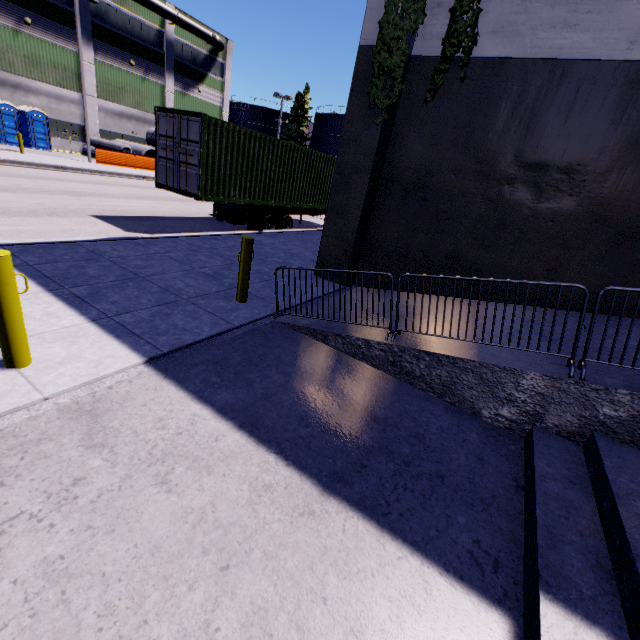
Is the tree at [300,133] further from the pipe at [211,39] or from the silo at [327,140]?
the pipe at [211,39]

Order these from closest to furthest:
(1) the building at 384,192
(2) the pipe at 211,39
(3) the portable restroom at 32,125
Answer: (1) the building at 384,192 → (3) the portable restroom at 32,125 → (2) the pipe at 211,39

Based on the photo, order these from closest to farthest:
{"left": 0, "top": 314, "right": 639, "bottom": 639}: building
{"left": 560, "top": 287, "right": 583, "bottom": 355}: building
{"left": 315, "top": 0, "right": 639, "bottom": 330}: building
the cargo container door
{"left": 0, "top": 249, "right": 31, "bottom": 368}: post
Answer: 1. {"left": 0, "top": 314, "right": 639, "bottom": 639}: building
2. {"left": 0, "top": 249, "right": 31, "bottom": 368}: post
3. {"left": 560, "top": 287, "right": 583, "bottom": 355}: building
4. {"left": 315, "top": 0, "right": 639, "bottom": 330}: building
5. the cargo container door

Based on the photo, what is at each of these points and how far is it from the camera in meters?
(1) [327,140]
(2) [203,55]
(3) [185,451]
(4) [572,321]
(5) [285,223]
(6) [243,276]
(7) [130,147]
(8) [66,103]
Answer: (1) silo, 54.2 m
(2) building, 36.8 m
(3) building, 2.8 m
(4) building, 5.6 m
(5) semi trailer, 14.4 m
(6) post, 5.7 m
(7) concrete pipe, 28.6 m
(8) building, 28.3 m

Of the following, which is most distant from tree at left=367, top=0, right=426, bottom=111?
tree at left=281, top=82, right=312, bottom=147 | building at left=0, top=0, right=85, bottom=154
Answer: tree at left=281, top=82, right=312, bottom=147

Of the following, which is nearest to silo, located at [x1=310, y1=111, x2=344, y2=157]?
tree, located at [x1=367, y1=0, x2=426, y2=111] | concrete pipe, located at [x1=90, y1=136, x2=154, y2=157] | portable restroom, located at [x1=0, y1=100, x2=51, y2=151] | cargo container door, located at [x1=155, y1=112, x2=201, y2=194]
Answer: cargo container door, located at [x1=155, y1=112, x2=201, y2=194]

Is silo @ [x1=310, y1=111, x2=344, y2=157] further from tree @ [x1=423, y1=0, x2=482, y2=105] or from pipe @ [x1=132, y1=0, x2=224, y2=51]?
tree @ [x1=423, y1=0, x2=482, y2=105]

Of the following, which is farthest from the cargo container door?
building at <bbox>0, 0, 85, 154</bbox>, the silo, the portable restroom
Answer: the portable restroom
